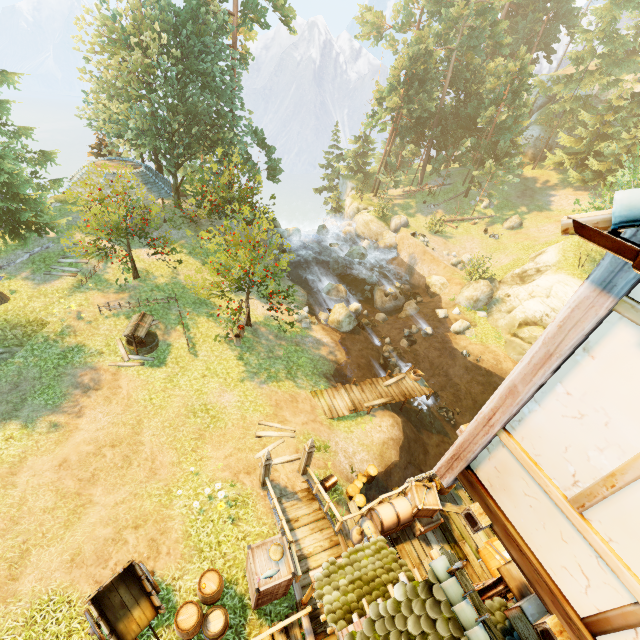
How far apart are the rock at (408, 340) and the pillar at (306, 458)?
14.0m

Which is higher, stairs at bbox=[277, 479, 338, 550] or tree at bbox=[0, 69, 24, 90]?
tree at bbox=[0, 69, 24, 90]

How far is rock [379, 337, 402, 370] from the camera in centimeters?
2183cm

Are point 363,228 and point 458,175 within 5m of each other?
no

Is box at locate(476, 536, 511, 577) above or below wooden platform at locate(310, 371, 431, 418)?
above

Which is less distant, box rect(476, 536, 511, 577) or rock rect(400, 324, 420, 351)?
box rect(476, 536, 511, 577)

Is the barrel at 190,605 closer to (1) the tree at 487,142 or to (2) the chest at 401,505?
Answer: (2) the chest at 401,505

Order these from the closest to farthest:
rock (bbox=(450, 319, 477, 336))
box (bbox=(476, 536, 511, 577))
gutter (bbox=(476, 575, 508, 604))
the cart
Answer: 1. gutter (bbox=(476, 575, 508, 604))
2. the cart
3. box (bbox=(476, 536, 511, 577))
4. rock (bbox=(450, 319, 477, 336))
